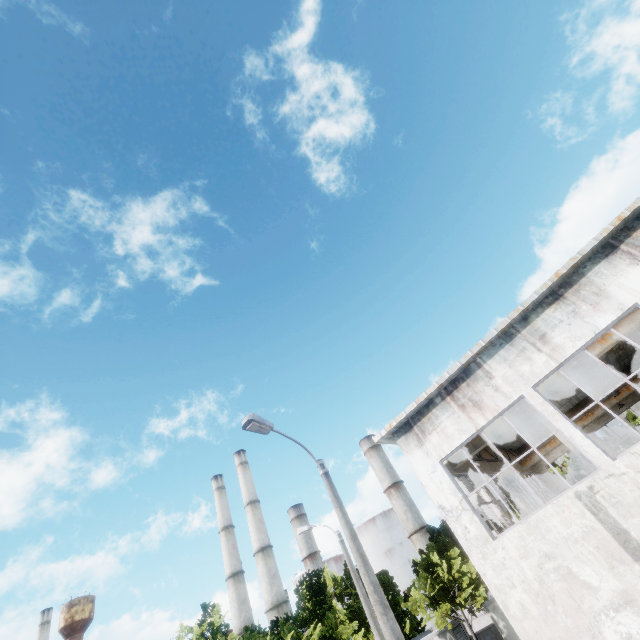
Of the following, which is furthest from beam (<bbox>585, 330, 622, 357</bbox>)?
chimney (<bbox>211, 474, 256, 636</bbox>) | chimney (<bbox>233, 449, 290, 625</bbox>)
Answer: chimney (<bbox>211, 474, 256, 636</bbox>)

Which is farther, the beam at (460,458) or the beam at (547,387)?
the beam at (460,458)

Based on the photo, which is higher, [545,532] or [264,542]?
[264,542]

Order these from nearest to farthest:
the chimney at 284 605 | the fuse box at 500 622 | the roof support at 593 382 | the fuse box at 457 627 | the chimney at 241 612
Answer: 1. the roof support at 593 382
2. the fuse box at 500 622
3. the fuse box at 457 627
4. the chimney at 284 605
5. the chimney at 241 612

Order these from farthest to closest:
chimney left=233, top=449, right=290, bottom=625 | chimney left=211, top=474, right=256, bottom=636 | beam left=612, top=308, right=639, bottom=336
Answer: chimney left=211, top=474, right=256, bottom=636 < chimney left=233, top=449, right=290, bottom=625 < beam left=612, top=308, right=639, bottom=336

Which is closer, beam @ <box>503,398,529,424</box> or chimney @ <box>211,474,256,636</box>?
beam @ <box>503,398,529,424</box>

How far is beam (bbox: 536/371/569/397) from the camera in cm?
1228

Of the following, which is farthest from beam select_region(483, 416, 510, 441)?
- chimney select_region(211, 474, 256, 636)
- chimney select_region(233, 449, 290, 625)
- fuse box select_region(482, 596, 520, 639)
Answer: chimney select_region(211, 474, 256, 636)
